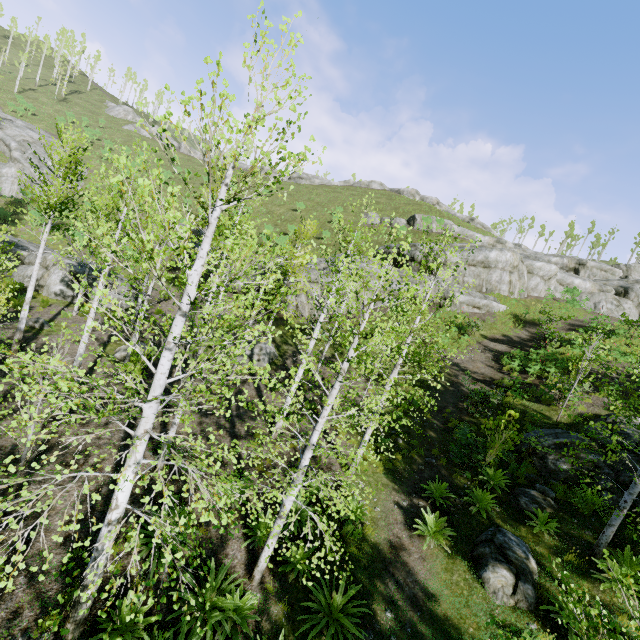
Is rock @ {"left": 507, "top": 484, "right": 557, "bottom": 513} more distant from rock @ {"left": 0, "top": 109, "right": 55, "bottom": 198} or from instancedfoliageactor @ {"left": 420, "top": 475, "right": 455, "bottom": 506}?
rock @ {"left": 0, "top": 109, "right": 55, "bottom": 198}

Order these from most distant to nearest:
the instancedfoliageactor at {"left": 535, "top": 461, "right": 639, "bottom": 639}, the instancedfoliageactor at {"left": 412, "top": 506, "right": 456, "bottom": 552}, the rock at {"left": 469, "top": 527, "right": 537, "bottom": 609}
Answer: the instancedfoliageactor at {"left": 412, "top": 506, "right": 456, "bottom": 552} → the rock at {"left": 469, "top": 527, "right": 537, "bottom": 609} → the instancedfoliageactor at {"left": 535, "top": 461, "right": 639, "bottom": 639}

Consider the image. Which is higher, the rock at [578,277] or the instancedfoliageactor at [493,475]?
the rock at [578,277]

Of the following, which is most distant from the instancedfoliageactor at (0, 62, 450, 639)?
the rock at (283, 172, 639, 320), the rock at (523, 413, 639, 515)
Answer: the rock at (283, 172, 639, 320)

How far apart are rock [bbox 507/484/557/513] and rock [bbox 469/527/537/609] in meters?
1.1 m

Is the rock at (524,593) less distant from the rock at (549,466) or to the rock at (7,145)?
the rock at (549,466)

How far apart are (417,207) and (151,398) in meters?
48.9

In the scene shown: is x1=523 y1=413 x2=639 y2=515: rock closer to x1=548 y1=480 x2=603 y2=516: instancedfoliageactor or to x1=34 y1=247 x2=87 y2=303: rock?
x1=548 y1=480 x2=603 y2=516: instancedfoliageactor
